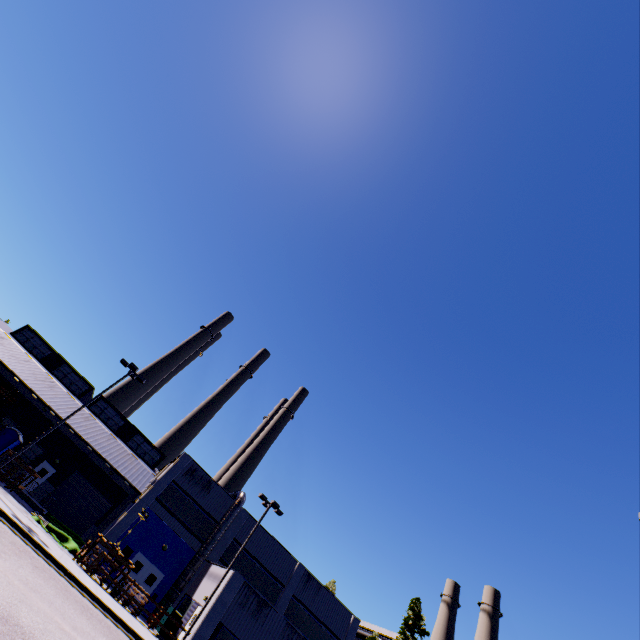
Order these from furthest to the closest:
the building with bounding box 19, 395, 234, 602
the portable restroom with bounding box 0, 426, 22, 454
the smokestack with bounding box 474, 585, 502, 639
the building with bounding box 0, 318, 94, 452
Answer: the smokestack with bounding box 474, 585, 502, 639 → the building with bounding box 0, 318, 94, 452 → the building with bounding box 19, 395, 234, 602 → the portable restroom with bounding box 0, 426, 22, 454

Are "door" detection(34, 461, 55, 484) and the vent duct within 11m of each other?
yes

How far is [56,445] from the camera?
32.5 meters

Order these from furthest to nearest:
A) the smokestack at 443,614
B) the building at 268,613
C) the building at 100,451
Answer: the smokestack at 443,614
the building at 100,451
the building at 268,613

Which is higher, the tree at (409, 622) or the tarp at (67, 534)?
the tree at (409, 622)

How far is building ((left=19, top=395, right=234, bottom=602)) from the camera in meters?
27.2

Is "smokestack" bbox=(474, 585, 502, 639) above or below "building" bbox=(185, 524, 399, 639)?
above

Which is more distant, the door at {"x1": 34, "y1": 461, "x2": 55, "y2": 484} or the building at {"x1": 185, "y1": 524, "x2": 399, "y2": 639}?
the door at {"x1": 34, "y1": 461, "x2": 55, "y2": 484}
